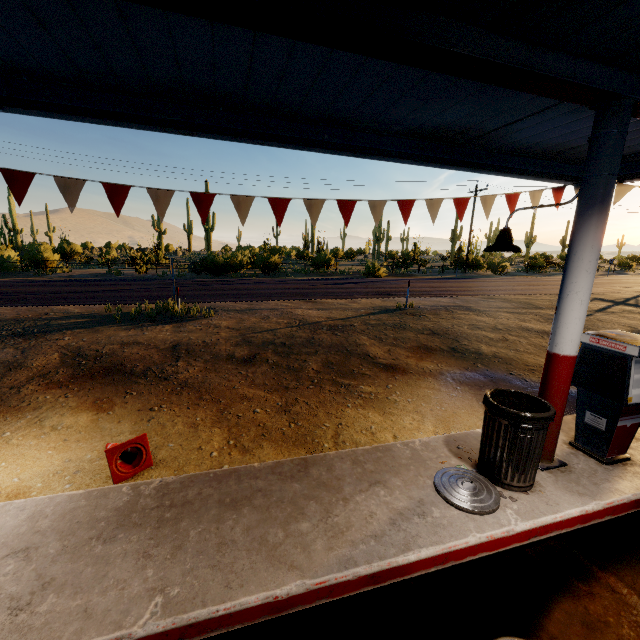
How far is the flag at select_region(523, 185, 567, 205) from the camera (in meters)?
5.57

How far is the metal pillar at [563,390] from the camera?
3.2 meters

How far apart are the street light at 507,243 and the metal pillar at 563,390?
0.0 meters

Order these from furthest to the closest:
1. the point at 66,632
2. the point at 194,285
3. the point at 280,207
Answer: the point at 194,285 → the point at 280,207 → the point at 66,632

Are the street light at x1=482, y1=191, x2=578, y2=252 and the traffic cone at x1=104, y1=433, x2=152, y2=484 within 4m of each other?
no

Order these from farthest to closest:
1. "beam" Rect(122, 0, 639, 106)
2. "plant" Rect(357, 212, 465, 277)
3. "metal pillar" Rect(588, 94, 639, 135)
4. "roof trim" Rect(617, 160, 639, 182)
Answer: "plant" Rect(357, 212, 465, 277) → "roof trim" Rect(617, 160, 639, 182) → "metal pillar" Rect(588, 94, 639, 135) → "beam" Rect(122, 0, 639, 106)

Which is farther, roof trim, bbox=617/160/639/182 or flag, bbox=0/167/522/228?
roof trim, bbox=617/160/639/182

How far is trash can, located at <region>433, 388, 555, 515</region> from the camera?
3.2m
